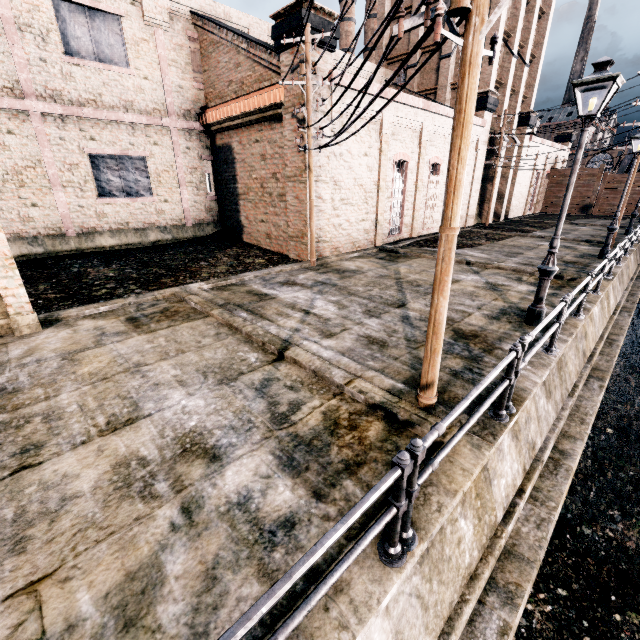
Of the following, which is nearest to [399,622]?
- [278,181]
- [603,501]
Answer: [603,501]

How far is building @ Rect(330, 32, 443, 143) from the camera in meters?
16.5

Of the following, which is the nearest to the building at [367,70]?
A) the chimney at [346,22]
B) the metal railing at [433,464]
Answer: the metal railing at [433,464]

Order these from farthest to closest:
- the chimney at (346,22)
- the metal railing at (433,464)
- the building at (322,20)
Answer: the chimney at (346,22) → the building at (322,20) → the metal railing at (433,464)

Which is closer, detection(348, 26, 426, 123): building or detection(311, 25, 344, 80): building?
detection(311, 25, 344, 80): building

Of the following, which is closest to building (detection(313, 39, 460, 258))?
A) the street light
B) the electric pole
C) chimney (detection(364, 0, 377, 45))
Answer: the electric pole

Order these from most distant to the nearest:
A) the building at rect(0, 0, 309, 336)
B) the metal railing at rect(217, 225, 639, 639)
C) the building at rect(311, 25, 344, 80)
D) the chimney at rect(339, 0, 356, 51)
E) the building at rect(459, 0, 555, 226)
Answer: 1. the chimney at rect(339, 0, 356, 51)
2. the building at rect(459, 0, 555, 226)
3. the building at rect(0, 0, 309, 336)
4. the building at rect(311, 25, 344, 80)
5. the metal railing at rect(217, 225, 639, 639)
